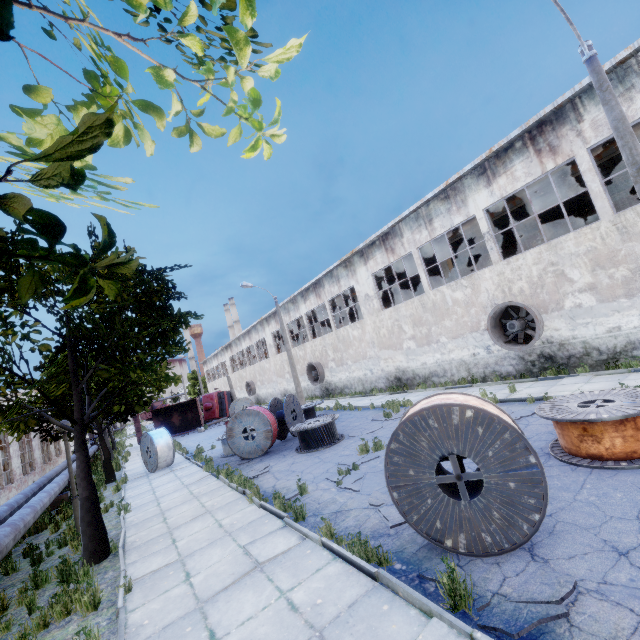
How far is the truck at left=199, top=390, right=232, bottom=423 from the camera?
34.66m

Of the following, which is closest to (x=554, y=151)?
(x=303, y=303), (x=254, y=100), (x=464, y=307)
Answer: (x=464, y=307)

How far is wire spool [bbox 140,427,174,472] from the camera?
16.2 meters

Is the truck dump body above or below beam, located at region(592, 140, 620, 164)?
below

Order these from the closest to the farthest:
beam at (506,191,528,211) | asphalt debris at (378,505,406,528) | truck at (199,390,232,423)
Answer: asphalt debris at (378,505,406,528) < beam at (506,191,528,211) < truck at (199,390,232,423)

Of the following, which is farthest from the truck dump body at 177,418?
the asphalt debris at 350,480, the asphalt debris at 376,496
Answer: the asphalt debris at 376,496

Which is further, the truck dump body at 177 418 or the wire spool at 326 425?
the truck dump body at 177 418

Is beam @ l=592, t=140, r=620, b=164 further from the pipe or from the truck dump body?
the pipe
